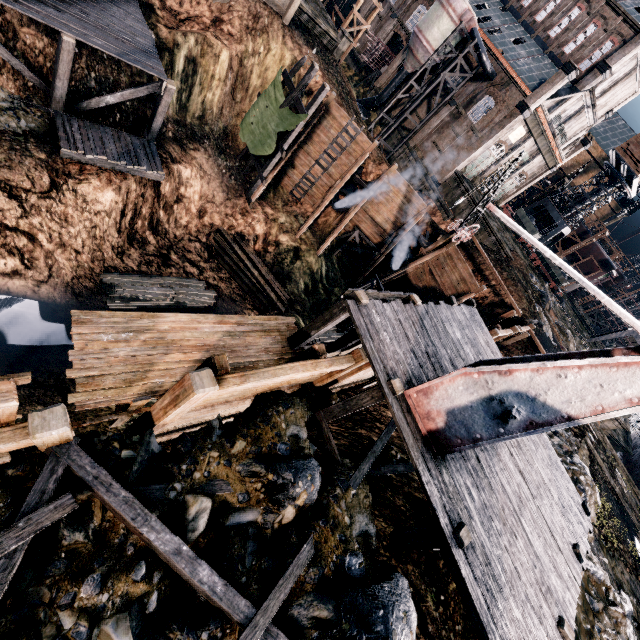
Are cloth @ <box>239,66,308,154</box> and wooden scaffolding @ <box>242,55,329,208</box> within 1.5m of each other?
yes

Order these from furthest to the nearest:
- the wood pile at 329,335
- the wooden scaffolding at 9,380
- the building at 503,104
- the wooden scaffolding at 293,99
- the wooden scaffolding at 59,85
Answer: the building at 503,104
the wood pile at 329,335
the wooden scaffolding at 293,99
the wooden scaffolding at 59,85
the wooden scaffolding at 9,380

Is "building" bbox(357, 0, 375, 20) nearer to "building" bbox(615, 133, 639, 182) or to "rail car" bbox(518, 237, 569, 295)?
"building" bbox(615, 133, 639, 182)

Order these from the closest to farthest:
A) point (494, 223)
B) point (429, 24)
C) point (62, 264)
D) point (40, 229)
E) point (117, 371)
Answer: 1. point (117, 371)
2. point (40, 229)
3. point (62, 264)
4. point (429, 24)
5. point (494, 223)

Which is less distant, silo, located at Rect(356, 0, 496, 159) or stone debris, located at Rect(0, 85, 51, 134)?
stone debris, located at Rect(0, 85, 51, 134)

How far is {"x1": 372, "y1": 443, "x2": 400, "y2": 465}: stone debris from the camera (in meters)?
9.64

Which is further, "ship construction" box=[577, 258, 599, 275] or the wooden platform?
"ship construction" box=[577, 258, 599, 275]

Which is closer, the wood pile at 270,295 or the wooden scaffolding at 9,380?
the wooden scaffolding at 9,380
